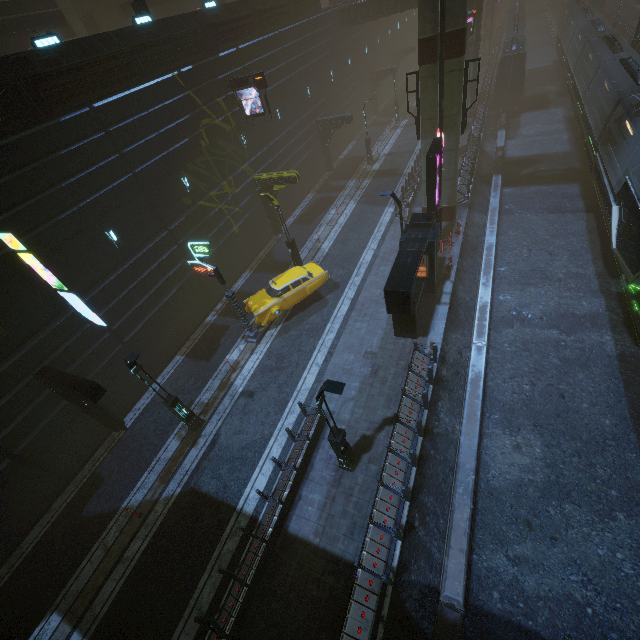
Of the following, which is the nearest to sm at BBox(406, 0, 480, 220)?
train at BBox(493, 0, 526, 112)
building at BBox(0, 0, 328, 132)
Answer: building at BBox(0, 0, 328, 132)

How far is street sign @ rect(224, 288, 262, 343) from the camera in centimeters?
1625cm

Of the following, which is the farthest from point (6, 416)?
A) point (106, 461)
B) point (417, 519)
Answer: point (417, 519)

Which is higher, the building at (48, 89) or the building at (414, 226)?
the building at (48, 89)

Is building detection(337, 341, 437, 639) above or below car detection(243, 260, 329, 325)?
below

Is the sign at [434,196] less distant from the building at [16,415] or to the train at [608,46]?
the building at [16,415]

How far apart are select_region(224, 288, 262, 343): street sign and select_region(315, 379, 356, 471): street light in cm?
820

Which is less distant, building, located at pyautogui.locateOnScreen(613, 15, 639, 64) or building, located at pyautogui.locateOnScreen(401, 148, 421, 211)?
building, located at pyautogui.locateOnScreen(401, 148, 421, 211)
